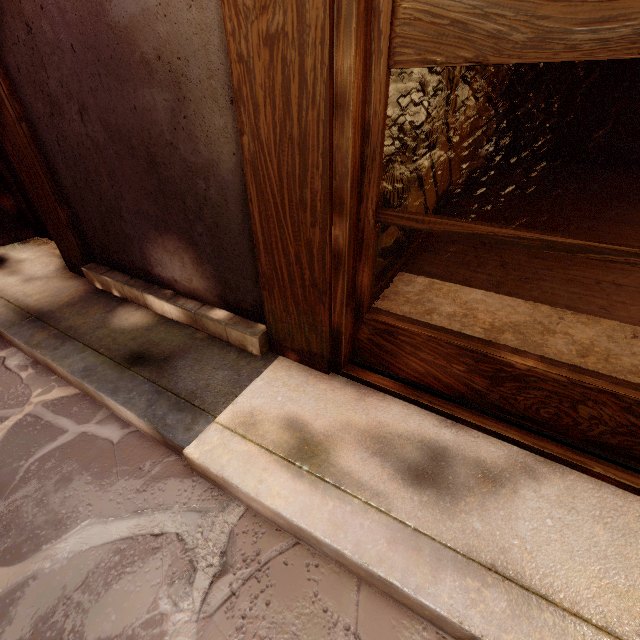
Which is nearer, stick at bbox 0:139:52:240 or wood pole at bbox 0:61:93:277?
wood pole at bbox 0:61:93:277

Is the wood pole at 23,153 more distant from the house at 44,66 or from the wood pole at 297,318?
the wood pole at 297,318

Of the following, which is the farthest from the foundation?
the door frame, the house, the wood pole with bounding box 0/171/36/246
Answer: the wood pole with bounding box 0/171/36/246

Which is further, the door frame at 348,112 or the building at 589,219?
the building at 589,219

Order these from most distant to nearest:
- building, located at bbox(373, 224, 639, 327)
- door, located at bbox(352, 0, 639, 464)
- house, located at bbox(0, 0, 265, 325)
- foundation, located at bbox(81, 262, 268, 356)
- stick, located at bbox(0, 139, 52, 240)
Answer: stick, located at bbox(0, 139, 52, 240) → building, located at bbox(373, 224, 639, 327) → foundation, located at bbox(81, 262, 268, 356) → house, located at bbox(0, 0, 265, 325) → door, located at bbox(352, 0, 639, 464)

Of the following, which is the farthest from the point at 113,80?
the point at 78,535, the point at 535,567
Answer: the point at 535,567

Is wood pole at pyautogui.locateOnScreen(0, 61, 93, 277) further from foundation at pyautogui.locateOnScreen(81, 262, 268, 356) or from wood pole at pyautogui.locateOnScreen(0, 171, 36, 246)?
wood pole at pyautogui.locateOnScreen(0, 171, 36, 246)

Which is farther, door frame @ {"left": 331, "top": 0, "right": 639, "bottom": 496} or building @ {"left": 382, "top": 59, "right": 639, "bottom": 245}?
building @ {"left": 382, "top": 59, "right": 639, "bottom": 245}
